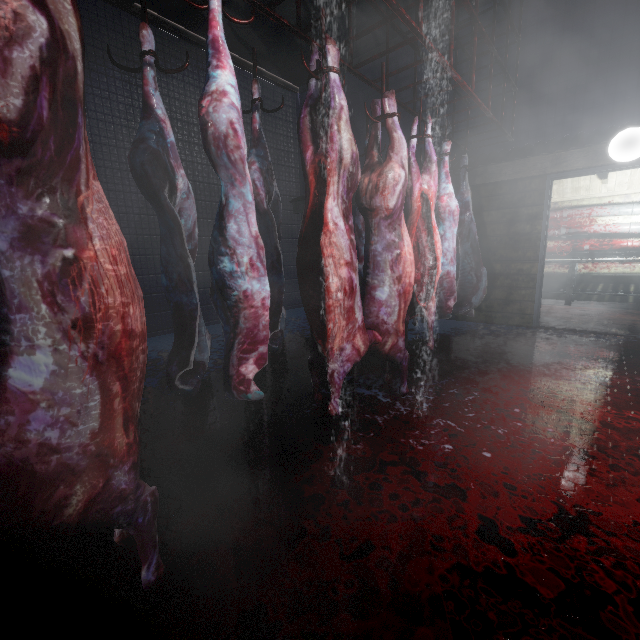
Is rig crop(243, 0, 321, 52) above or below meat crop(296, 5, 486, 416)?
above

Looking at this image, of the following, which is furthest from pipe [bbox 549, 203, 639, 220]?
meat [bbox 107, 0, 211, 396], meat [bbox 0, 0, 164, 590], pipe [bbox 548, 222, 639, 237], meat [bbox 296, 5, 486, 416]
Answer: meat [bbox 0, 0, 164, 590]

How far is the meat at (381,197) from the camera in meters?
1.7 m

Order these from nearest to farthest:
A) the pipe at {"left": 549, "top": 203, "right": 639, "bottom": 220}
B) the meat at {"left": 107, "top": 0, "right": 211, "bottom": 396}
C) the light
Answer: the meat at {"left": 107, "top": 0, "right": 211, "bottom": 396}
the light
the pipe at {"left": 549, "top": 203, "right": 639, "bottom": 220}

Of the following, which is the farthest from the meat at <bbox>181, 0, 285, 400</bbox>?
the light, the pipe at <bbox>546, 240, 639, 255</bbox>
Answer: the pipe at <bbox>546, 240, 639, 255</bbox>

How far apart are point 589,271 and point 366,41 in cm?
590

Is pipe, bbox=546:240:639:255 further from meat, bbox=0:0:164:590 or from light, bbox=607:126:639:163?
meat, bbox=0:0:164:590

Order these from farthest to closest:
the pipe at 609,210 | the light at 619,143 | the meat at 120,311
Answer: the pipe at 609,210 → the light at 619,143 → the meat at 120,311
